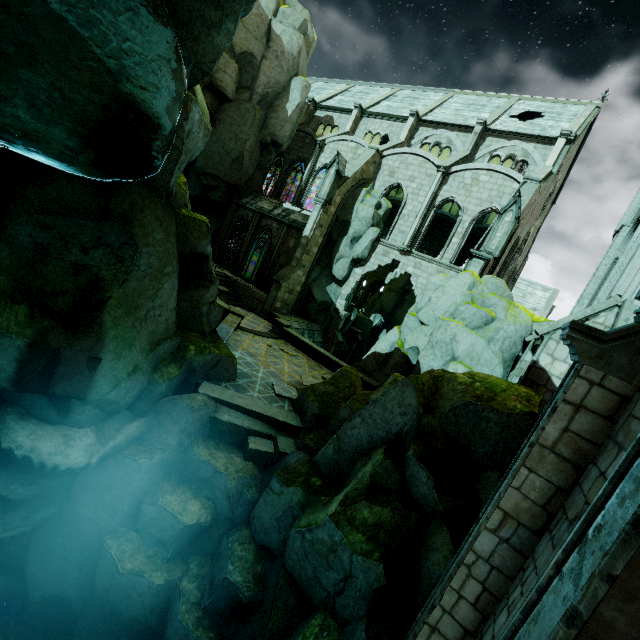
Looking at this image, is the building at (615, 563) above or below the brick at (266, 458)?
above

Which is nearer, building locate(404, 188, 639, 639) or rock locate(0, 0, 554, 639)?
building locate(404, 188, 639, 639)

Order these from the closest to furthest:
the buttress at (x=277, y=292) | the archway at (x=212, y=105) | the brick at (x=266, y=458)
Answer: the brick at (x=266, y=458)
the buttress at (x=277, y=292)
the archway at (x=212, y=105)

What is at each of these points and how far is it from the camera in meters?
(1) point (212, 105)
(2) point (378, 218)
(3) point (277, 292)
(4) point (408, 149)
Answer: (1) archway, 24.8
(2) rock, 25.5
(3) buttress, 23.6
(4) building, 25.1

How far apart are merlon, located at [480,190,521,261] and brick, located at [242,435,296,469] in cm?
1424

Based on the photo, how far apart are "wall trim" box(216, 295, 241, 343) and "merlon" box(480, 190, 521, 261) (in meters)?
13.80

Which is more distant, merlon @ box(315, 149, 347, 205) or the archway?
the archway

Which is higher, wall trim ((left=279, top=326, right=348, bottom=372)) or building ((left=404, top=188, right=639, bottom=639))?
building ((left=404, top=188, right=639, bottom=639))
